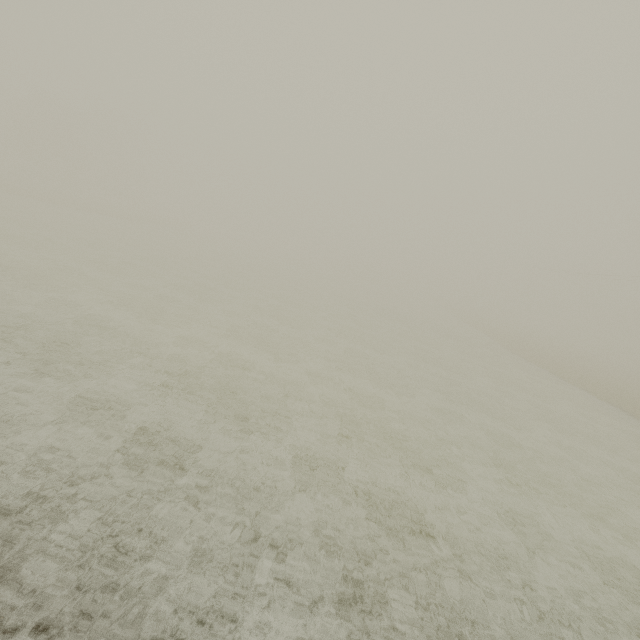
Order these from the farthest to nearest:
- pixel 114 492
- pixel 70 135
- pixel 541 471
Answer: pixel 70 135
pixel 541 471
pixel 114 492
